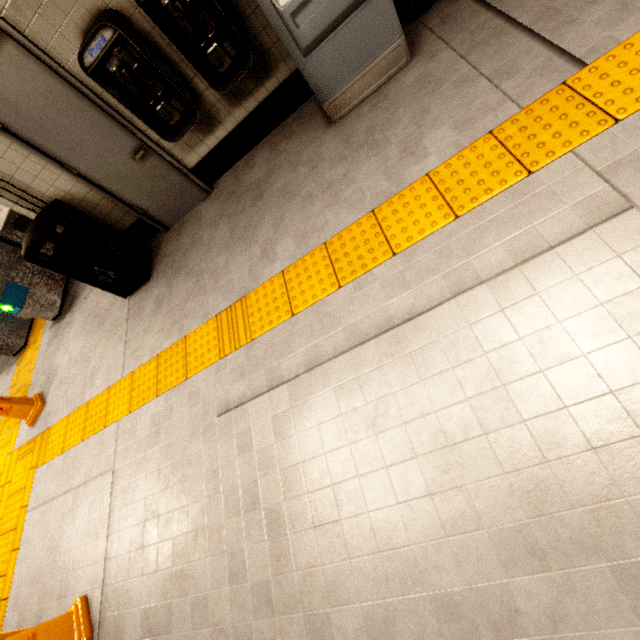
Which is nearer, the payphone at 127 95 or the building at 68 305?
the payphone at 127 95

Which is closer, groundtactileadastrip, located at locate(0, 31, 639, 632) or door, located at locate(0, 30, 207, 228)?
groundtactileadastrip, located at locate(0, 31, 639, 632)

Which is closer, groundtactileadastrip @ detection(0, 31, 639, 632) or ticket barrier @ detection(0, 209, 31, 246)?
groundtactileadastrip @ detection(0, 31, 639, 632)

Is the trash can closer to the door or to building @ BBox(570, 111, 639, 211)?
the door

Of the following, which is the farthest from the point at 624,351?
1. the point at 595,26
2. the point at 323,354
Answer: the point at 595,26

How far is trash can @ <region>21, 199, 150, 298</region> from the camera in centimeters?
344cm

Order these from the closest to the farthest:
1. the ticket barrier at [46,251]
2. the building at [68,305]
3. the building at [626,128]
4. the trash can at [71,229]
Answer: the building at [626,128], the trash can at [71,229], the building at [68,305], the ticket barrier at [46,251]

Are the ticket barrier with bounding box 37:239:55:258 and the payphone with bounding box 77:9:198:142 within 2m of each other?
no
